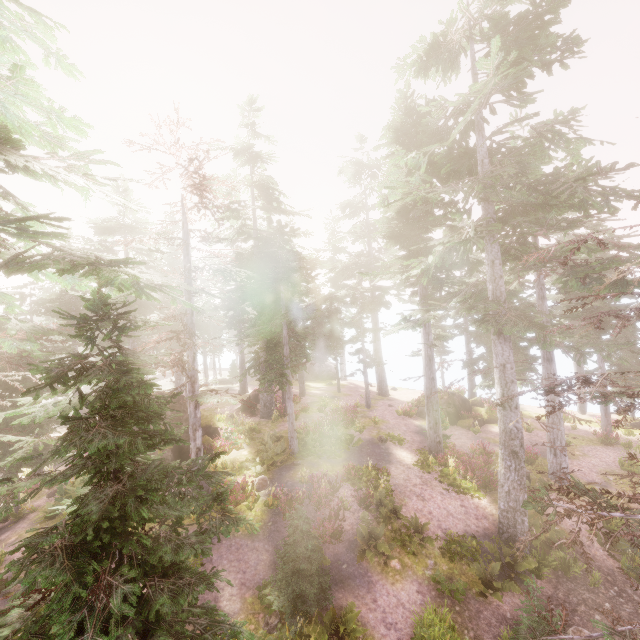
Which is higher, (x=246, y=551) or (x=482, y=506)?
(x=246, y=551)

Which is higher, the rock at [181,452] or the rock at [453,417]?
the rock at [181,452]

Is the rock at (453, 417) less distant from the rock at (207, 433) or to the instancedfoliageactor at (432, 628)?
the instancedfoliageactor at (432, 628)

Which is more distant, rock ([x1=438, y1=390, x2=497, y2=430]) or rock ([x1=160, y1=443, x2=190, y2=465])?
rock ([x1=438, y1=390, x2=497, y2=430])

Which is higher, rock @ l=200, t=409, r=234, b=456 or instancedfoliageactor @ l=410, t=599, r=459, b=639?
rock @ l=200, t=409, r=234, b=456

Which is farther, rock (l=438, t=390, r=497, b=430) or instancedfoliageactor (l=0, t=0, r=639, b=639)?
rock (l=438, t=390, r=497, b=430)

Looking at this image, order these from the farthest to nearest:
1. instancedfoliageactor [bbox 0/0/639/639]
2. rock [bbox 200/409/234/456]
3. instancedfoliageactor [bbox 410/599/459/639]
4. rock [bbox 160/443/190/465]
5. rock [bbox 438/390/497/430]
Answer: rock [bbox 438/390/497/430]
rock [bbox 200/409/234/456]
rock [bbox 160/443/190/465]
instancedfoliageactor [bbox 410/599/459/639]
instancedfoliageactor [bbox 0/0/639/639]

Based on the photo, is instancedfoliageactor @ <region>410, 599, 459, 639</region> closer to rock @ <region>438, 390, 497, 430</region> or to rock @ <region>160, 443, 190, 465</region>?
rock @ <region>160, 443, 190, 465</region>
